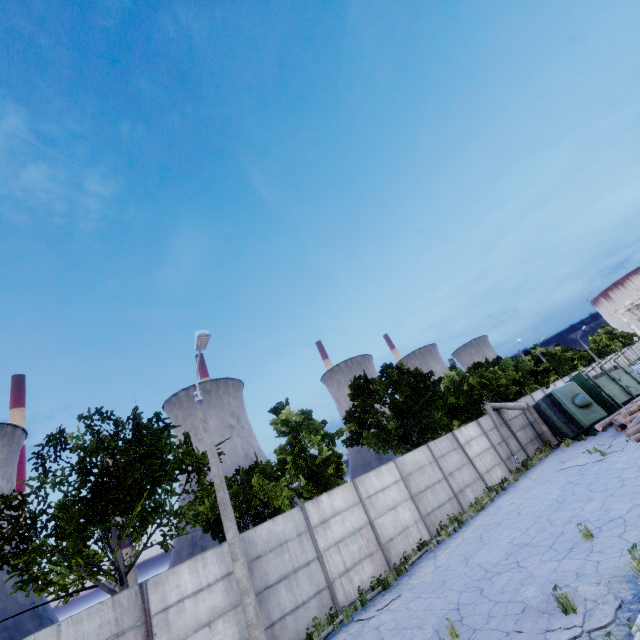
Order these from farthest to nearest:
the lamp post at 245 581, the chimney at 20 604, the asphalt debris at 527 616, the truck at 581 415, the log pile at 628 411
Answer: the chimney at 20 604 < the truck at 581 415 < the log pile at 628 411 < the lamp post at 245 581 < the asphalt debris at 527 616

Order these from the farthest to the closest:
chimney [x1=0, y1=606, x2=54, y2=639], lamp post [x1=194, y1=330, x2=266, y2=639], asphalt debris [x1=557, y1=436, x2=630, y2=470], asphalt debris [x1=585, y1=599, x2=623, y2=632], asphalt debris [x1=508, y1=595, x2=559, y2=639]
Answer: chimney [x1=0, y1=606, x2=54, y2=639] → asphalt debris [x1=557, y1=436, x2=630, y2=470] → lamp post [x1=194, y1=330, x2=266, y2=639] → asphalt debris [x1=508, y1=595, x2=559, y2=639] → asphalt debris [x1=585, y1=599, x2=623, y2=632]

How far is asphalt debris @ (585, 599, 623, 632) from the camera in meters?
5.4 m

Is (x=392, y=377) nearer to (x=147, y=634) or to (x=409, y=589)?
(x=409, y=589)

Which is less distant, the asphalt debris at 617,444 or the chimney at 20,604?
the asphalt debris at 617,444

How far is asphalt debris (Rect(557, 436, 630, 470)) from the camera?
14.93m

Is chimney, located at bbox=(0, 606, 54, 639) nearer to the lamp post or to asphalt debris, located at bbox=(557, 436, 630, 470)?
the lamp post

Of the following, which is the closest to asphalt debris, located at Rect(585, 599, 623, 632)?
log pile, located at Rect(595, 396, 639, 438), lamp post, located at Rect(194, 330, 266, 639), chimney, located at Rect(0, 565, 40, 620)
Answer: lamp post, located at Rect(194, 330, 266, 639)
